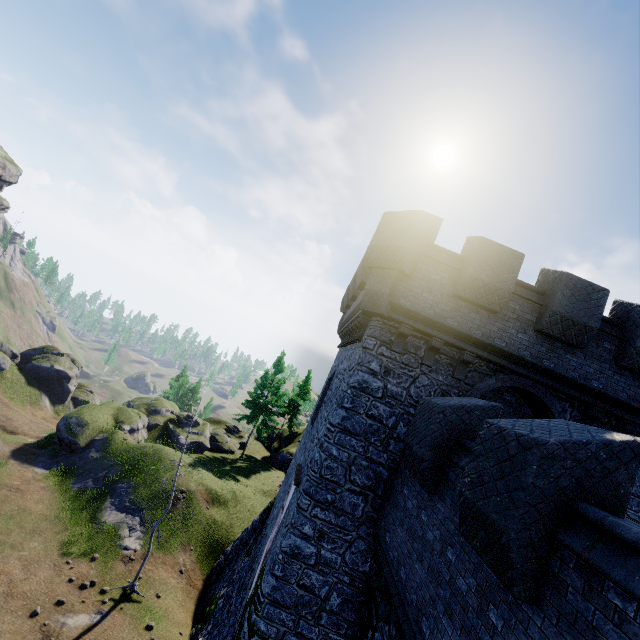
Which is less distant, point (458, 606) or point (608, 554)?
point (608, 554)

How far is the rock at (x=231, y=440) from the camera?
32.28m

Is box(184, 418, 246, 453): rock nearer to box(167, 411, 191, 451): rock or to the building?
box(167, 411, 191, 451): rock

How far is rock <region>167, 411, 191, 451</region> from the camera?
31.4m

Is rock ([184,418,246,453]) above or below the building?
below

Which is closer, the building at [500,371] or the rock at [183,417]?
the building at [500,371]

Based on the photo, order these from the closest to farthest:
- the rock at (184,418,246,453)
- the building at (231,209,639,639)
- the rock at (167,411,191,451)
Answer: the building at (231,209,639,639) < the rock at (167,411,191,451) < the rock at (184,418,246,453)

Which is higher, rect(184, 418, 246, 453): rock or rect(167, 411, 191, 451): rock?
rect(167, 411, 191, 451): rock
